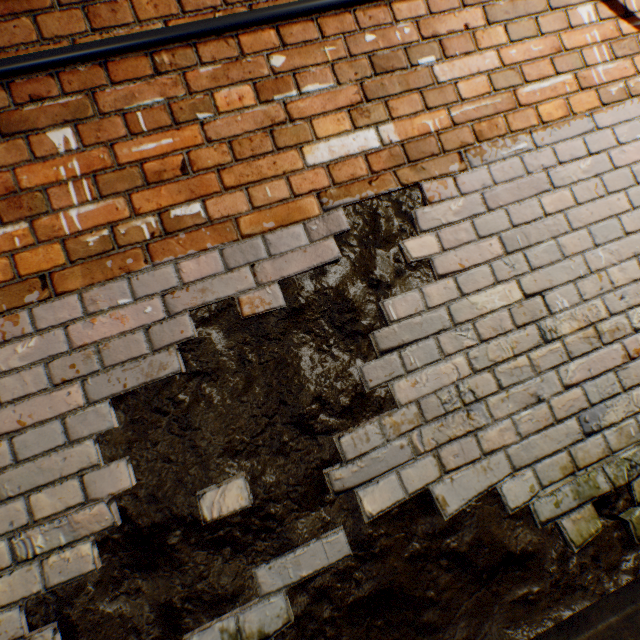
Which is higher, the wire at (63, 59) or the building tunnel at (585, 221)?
the wire at (63, 59)

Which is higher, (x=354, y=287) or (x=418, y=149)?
(x=418, y=149)

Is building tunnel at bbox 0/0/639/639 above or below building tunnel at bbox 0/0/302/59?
below

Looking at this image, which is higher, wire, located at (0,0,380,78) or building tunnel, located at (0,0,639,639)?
wire, located at (0,0,380,78)
